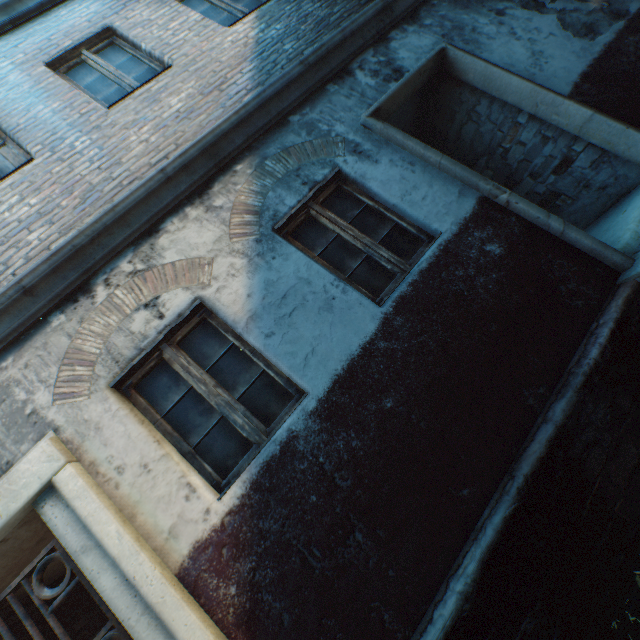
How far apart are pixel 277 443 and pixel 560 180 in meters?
4.9

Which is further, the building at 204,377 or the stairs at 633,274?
the stairs at 633,274

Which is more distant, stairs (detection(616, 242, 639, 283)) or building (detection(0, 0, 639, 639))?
stairs (detection(616, 242, 639, 283))
